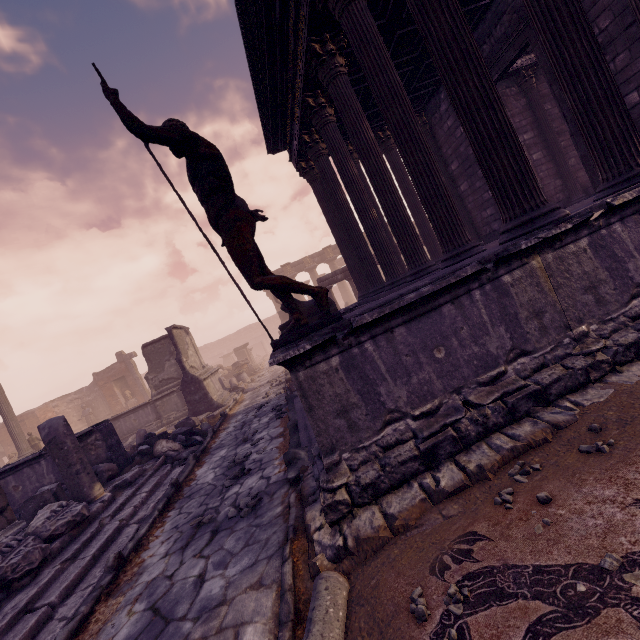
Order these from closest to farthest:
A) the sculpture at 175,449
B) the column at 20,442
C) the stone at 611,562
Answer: the stone at 611,562, the sculpture at 175,449, the column at 20,442

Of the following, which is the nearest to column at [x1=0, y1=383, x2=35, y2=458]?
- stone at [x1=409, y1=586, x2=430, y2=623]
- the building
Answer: the building

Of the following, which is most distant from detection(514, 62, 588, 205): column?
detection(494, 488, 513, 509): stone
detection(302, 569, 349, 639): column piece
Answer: detection(302, 569, 349, 639): column piece

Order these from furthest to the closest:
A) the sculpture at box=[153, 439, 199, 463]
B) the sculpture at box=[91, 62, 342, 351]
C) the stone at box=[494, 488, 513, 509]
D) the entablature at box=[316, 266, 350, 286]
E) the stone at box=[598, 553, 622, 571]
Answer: the entablature at box=[316, 266, 350, 286] → the sculpture at box=[153, 439, 199, 463] → the sculpture at box=[91, 62, 342, 351] → the stone at box=[494, 488, 513, 509] → the stone at box=[598, 553, 622, 571]

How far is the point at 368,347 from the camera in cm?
312

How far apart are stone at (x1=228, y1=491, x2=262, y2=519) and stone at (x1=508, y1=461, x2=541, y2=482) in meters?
3.1 m

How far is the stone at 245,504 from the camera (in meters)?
4.06

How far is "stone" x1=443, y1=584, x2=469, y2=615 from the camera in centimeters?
171cm
